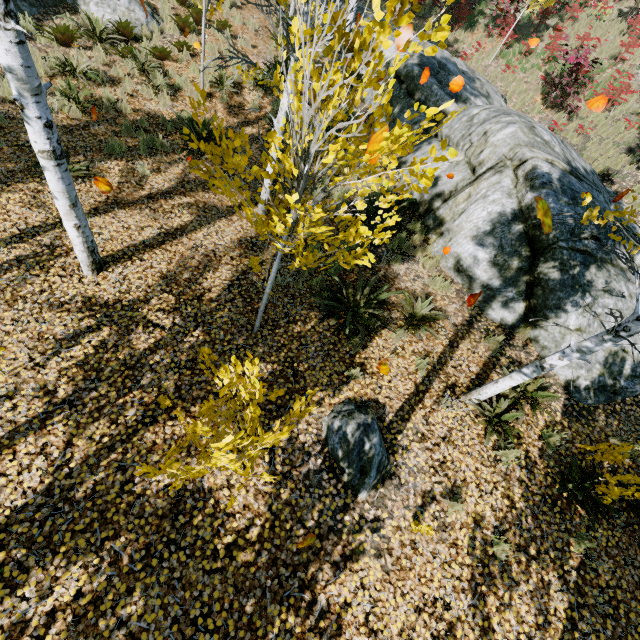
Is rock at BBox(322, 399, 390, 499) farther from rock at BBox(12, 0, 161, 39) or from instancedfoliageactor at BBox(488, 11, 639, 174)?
rock at BBox(12, 0, 161, 39)

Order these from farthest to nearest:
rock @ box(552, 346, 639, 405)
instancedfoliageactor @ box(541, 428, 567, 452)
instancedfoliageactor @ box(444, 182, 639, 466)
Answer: rock @ box(552, 346, 639, 405) < instancedfoliageactor @ box(541, 428, 567, 452) < instancedfoliageactor @ box(444, 182, 639, 466)

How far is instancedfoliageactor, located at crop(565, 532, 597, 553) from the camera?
4.2m

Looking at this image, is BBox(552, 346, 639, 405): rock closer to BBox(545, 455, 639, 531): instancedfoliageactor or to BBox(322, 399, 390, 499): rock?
BBox(545, 455, 639, 531): instancedfoliageactor

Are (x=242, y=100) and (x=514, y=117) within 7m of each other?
no

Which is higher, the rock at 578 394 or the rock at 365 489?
the rock at 578 394

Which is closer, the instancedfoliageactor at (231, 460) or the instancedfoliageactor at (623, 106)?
the instancedfoliageactor at (231, 460)

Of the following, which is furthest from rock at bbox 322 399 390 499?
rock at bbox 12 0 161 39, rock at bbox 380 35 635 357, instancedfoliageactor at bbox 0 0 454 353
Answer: rock at bbox 12 0 161 39
